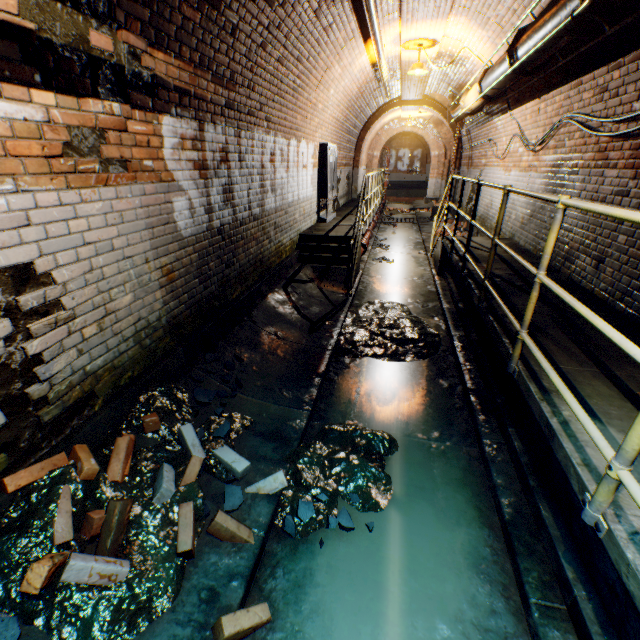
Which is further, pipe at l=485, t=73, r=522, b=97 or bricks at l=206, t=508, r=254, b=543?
pipe at l=485, t=73, r=522, b=97

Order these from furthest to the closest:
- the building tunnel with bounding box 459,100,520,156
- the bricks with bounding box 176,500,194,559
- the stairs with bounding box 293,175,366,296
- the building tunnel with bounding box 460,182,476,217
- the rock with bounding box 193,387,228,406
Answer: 1. the building tunnel with bounding box 460,182,476,217
2. the building tunnel with bounding box 459,100,520,156
3. the stairs with bounding box 293,175,366,296
4. the rock with bounding box 193,387,228,406
5. the bricks with bounding box 176,500,194,559

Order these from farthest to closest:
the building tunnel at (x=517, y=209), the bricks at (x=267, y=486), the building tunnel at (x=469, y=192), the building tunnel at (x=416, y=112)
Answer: the building tunnel at (x=416, y=112) < the building tunnel at (x=469, y=192) < the building tunnel at (x=517, y=209) < the bricks at (x=267, y=486)

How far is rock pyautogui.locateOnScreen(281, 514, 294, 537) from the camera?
2.3m

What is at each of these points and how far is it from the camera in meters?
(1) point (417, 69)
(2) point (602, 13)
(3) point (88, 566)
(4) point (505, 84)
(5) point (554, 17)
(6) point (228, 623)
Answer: (1) ceiling light, 6.9 m
(2) pipe end, 2.6 m
(3) bricks, 1.8 m
(4) pipe, 5.1 m
(5) pipe, 3.2 m
(6) bricks, 1.7 m

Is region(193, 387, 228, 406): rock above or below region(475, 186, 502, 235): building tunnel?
below

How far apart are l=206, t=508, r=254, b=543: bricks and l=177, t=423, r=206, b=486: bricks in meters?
0.2

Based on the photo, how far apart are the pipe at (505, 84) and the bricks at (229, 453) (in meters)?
5.88
